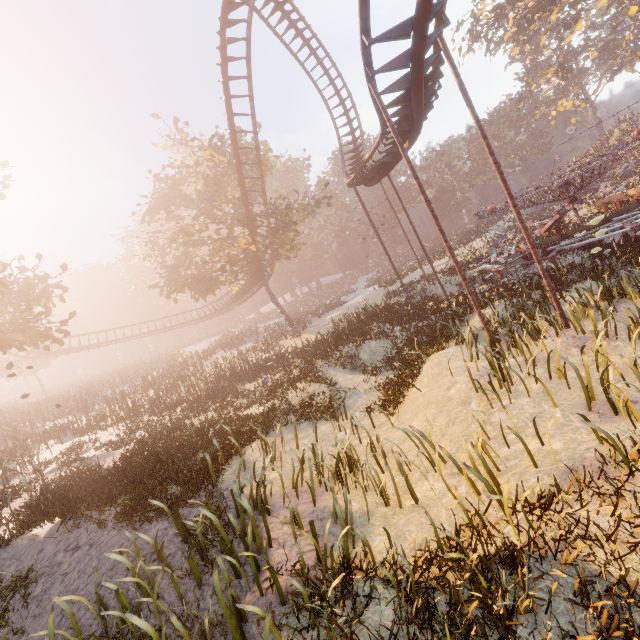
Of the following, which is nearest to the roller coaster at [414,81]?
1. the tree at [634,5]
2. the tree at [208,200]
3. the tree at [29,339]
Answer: the tree at [208,200]

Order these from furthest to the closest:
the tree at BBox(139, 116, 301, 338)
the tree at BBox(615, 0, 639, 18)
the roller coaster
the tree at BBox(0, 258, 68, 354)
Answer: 1. the tree at BBox(615, 0, 639, 18)
2. the tree at BBox(139, 116, 301, 338)
3. the tree at BBox(0, 258, 68, 354)
4. the roller coaster

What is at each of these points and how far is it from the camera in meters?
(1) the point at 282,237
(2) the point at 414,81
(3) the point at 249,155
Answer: (1) tree, 30.3 m
(2) roller coaster, 8.9 m
(3) tree, 28.4 m

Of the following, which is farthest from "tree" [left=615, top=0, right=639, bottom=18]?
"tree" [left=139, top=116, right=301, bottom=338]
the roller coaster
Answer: "tree" [left=139, top=116, right=301, bottom=338]

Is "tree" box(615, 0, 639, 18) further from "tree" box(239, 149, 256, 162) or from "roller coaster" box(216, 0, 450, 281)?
"tree" box(239, 149, 256, 162)

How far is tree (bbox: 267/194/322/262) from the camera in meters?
25.5 m

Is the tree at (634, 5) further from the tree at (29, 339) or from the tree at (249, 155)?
the tree at (29, 339)
